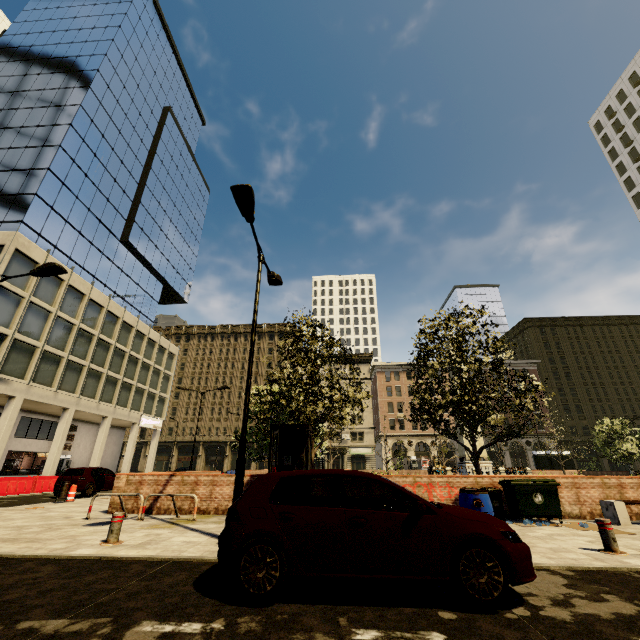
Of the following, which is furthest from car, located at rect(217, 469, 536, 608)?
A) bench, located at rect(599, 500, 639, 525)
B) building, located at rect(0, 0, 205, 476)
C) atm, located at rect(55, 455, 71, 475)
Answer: atm, located at rect(55, 455, 71, 475)

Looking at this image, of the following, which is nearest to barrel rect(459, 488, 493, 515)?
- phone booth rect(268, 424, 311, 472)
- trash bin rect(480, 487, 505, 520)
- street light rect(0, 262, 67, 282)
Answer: trash bin rect(480, 487, 505, 520)

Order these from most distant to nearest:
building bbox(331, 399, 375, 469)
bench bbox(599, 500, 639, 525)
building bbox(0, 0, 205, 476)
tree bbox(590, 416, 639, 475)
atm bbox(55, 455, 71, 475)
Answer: building bbox(331, 399, 375, 469) → atm bbox(55, 455, 71, 475) → tree bbox(590, 416, 639, 475) → building bbox(0, 0, 205, 476) → bench bbox(599, 500, 639, 525)

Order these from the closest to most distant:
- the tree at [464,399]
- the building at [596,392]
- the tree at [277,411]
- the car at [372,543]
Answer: the car at [372,543]
the tree at [464,399]
the tree at [277,411]
the building at [596,392]

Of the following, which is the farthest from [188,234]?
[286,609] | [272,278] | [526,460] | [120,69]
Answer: [526,460]

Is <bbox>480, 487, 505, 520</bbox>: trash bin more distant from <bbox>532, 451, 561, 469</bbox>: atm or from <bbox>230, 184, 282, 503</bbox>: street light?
<bbox>532, 451, 561, 469</bbox>: atm

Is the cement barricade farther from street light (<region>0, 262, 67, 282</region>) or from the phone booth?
the phone booth

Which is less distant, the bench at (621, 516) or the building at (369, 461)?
the bench at (621, 516)
